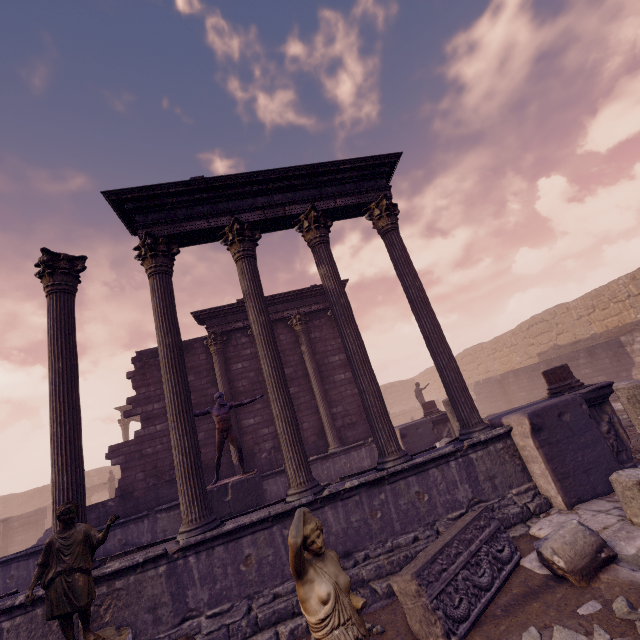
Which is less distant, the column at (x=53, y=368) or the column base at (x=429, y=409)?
the column at (x=53, y=368)

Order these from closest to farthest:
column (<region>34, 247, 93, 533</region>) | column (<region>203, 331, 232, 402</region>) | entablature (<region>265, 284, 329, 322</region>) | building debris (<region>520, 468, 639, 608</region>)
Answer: building debris (<region>520, 468, 639, 608</region>), column (<region>34, 247, 93, 533</region>), column (<region>203, 331, 232, 402</region>), entablature (<region>265, 284, 329, 322</region>)

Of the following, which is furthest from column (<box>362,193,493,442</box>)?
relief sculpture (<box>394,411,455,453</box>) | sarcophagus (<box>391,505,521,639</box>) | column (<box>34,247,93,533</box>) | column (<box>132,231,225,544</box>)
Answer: column (<box>34,247,93,533</box>)

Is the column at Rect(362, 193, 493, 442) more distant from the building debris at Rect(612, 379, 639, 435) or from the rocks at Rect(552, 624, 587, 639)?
the rocks at Rect(552, 624, 587, 639)

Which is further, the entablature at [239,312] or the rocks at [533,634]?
the entablature at [239,312]

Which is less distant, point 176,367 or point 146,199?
point 176,367

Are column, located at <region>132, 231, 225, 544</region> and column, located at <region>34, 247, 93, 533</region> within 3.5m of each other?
yes

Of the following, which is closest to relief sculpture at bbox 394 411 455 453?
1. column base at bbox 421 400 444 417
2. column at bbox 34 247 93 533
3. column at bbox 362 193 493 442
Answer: column base at bbox 421 400 444 417
